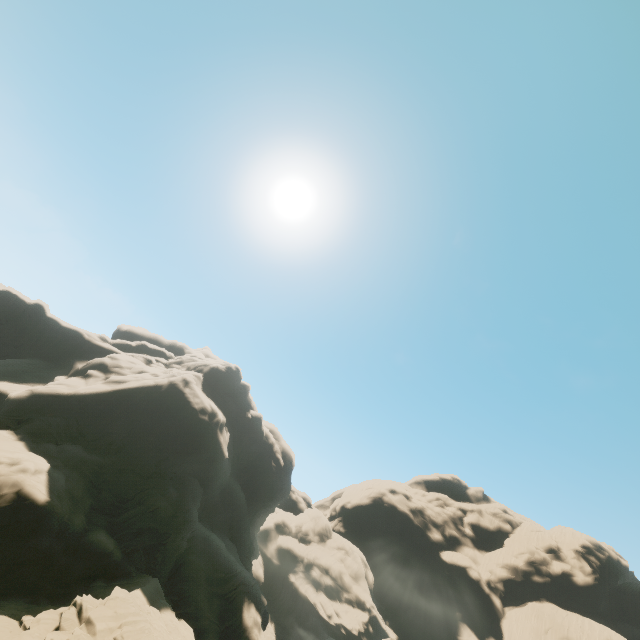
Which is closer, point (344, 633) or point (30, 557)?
point (30, 557)
